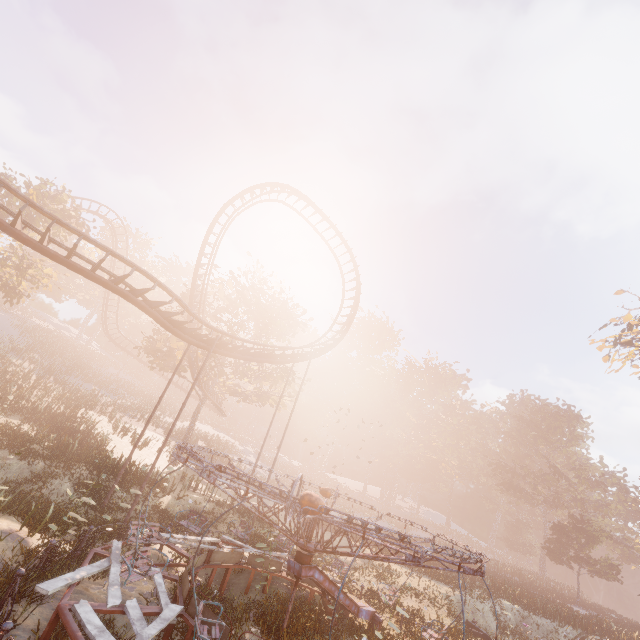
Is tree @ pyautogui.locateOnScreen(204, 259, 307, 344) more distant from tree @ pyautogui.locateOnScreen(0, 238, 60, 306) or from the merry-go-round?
the merry-go-round

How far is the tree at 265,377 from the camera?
29.0 meters

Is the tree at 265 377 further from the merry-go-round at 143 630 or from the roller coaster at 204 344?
the merry-go-round at 143 630

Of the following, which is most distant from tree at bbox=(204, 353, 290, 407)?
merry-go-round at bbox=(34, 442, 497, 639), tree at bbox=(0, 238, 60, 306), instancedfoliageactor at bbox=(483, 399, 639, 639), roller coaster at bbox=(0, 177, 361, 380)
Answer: instancedfoliageactor at bbox=(483, 399, 639, 639)

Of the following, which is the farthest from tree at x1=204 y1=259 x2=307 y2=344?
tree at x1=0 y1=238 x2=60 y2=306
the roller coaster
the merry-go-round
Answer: the merry-go-round

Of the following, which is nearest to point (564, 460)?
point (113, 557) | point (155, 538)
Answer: point (155, 538)

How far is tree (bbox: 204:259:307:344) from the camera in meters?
30.2 m
